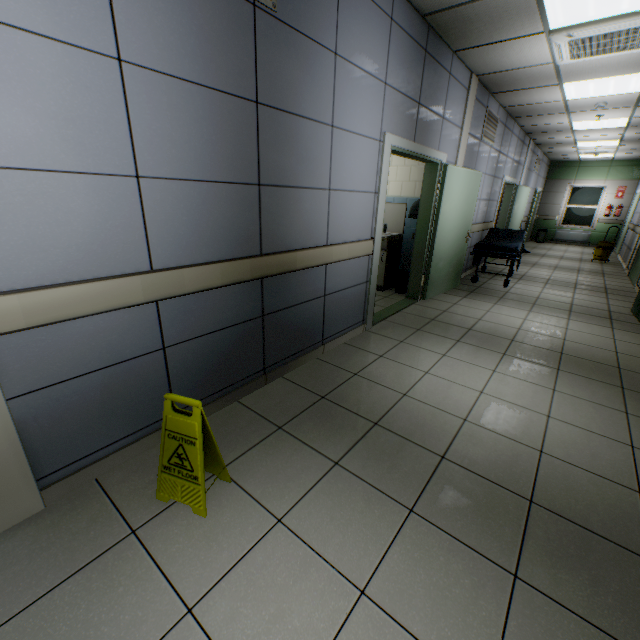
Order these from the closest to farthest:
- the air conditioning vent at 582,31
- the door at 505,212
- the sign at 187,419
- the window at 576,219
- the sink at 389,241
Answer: the sign at 187,419, the air conditioning vent at 582,31, the sink at 389,241, the door at 505,212, the window at 576,219

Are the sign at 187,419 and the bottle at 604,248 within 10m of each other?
no

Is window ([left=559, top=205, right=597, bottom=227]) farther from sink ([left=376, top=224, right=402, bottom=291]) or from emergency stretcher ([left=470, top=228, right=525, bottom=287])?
sink ([left=376, top=224, right=402, bottom=291])

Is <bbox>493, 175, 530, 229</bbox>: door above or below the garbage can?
above

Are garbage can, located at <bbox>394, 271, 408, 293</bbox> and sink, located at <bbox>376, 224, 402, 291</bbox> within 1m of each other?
yes

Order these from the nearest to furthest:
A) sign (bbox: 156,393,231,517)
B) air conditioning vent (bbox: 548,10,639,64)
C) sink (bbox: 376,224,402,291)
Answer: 1. sign (bbox: 156,393,231,517)
2. air conditioning vent (bbox: 548,10,639,64)
3. sink (bbox: 376,224,402,291)

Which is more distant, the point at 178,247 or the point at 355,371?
the point at 355,371

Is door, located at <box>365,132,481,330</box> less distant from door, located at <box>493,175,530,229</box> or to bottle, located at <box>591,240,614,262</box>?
door, located at <box>493,175,530,229</box>
